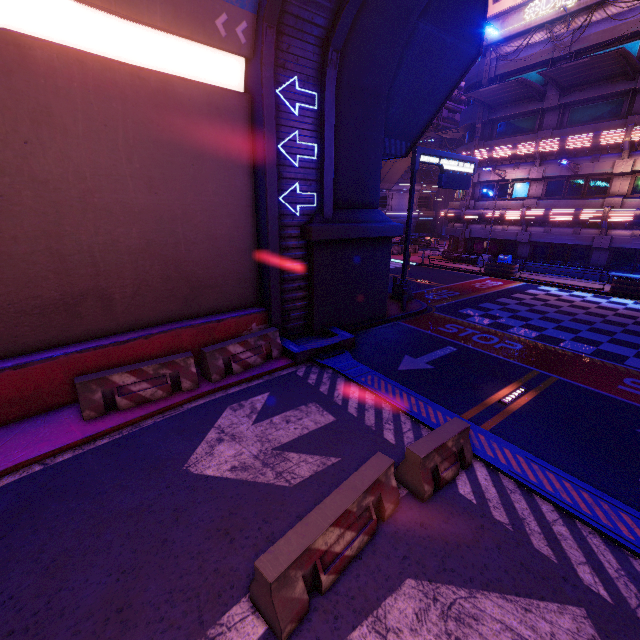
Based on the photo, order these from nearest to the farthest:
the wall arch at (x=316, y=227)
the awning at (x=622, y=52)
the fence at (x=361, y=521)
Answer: the fence at (x=361, y=521) < the wall arch at (x=316, y=227) < the awning at (x=622, y=52)

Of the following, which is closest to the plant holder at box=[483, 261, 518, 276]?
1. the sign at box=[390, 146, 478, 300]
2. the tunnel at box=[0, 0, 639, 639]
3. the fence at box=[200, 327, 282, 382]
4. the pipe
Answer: the sign at box=[390, 146, 478, 300]

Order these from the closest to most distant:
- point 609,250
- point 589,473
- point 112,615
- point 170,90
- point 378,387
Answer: point 112,615, point 589,473, point 170,90, point 378,387, point 609,250

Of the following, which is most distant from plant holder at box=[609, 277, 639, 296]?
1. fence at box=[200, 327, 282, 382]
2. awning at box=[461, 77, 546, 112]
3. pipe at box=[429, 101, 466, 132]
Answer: pipe at box=[429, 101, 466, 132]

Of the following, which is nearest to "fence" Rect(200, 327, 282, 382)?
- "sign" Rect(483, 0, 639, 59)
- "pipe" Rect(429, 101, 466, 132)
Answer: "pipe" Rect(429, 101, 466, 132)

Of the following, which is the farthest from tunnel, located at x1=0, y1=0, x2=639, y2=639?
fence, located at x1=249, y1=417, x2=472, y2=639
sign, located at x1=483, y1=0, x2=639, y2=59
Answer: sign, located at x1=483, y1=0, x2=639, y2=59

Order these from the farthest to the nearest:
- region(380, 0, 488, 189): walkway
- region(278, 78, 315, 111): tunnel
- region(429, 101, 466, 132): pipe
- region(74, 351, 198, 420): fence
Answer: region(429, 101, 466, 132): pipe < region(380, 0, 488, 189): walkway < region(278, 78, 315, 111): tunnel < region(74, 351, 198, 420): fence

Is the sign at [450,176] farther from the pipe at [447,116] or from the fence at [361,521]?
the pipe at [447,116]
